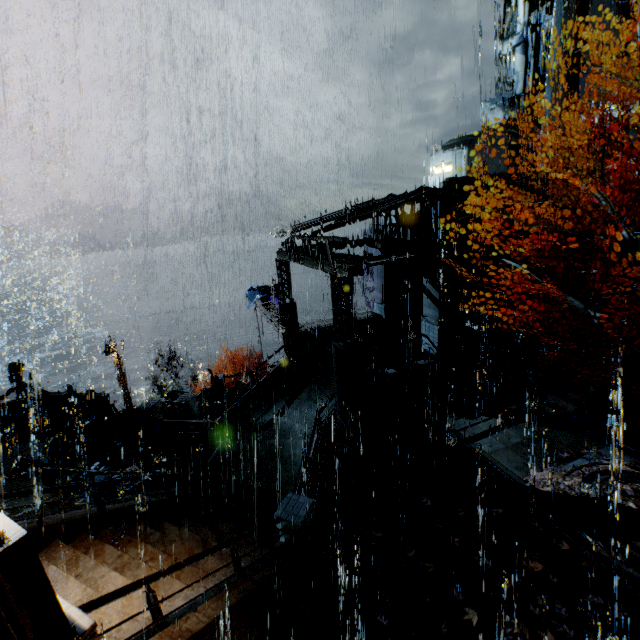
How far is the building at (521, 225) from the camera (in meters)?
16.14

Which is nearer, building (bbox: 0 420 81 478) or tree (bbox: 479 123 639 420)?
tree (bbox: 479 123 639 420)

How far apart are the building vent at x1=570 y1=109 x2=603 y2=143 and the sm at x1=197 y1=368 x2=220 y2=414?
34.3m

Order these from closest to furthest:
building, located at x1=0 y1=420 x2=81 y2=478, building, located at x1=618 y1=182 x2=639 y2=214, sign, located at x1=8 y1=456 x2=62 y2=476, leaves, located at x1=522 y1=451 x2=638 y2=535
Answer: leaves, located at x1=522 y1=451 x2=638 y2=535, sign, located at x1=8 y1=456 x2=62 y2=476, building, located at x1=0 y1=420 x2=81 y2=478, building, located at x1=618 y1=182 x2=639 y2=214

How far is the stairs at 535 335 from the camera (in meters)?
14.07

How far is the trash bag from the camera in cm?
1541

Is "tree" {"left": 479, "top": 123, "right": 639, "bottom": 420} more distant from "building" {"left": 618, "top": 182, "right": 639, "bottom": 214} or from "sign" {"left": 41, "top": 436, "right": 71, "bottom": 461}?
"sign" {"left": 41, "top": 436, "right": 71, "bottom": 461}

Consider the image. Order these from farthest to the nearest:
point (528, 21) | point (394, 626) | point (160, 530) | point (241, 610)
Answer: point (528, 21), point (160, 530), point (394, 626), point (241, 610)
